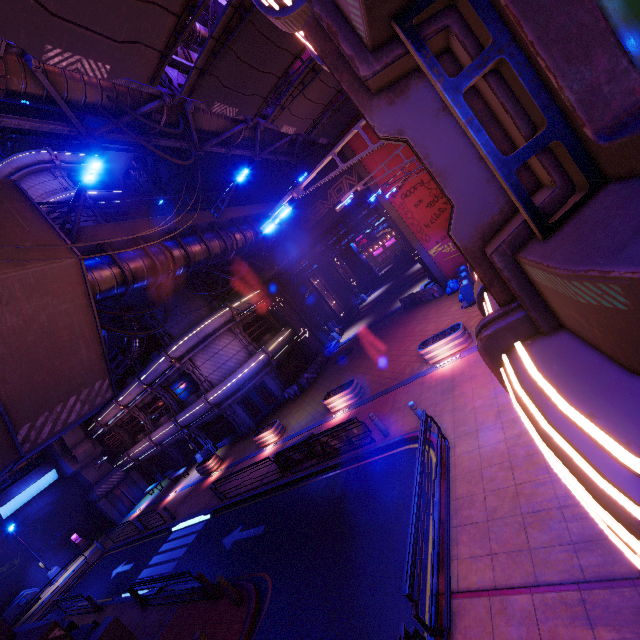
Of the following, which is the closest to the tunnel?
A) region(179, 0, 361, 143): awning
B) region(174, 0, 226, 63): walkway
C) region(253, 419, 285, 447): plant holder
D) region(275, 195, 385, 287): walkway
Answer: region(275, 195, 385, 287): walkway

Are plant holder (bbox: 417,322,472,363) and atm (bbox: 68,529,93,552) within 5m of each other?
→ no

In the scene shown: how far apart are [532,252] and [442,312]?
18.4 meters

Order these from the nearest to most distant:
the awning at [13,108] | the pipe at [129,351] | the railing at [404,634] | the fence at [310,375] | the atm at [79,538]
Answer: the railing at [404,634] < the awning at [13,108] < the pipe at [129,351] < the fence at [310,375] < the atm at [79,538]

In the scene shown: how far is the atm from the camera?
29.42m

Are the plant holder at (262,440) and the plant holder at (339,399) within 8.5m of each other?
yes

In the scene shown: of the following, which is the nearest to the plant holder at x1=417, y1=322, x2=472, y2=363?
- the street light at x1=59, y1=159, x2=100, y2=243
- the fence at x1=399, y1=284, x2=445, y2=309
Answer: the fence at x1=399, y1=284, x2=445, y2=309

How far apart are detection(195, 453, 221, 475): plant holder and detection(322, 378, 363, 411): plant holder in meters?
11.4 m
